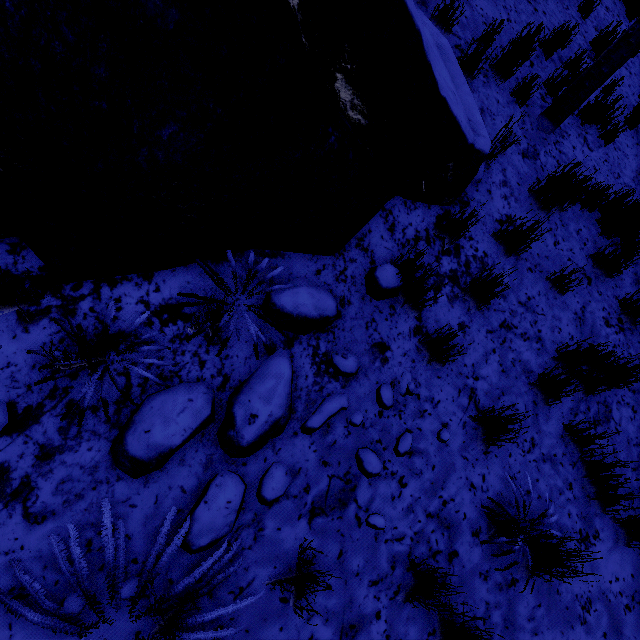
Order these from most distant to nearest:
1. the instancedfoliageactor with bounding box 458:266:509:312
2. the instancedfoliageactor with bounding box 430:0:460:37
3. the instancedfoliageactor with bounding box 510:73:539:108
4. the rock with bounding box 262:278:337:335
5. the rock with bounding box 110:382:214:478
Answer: the instancedfoliageactor with bounding box 510:73:539:108 < the instancedfoliageactor with bounding box 430:0:460:37 < the instancedfoliageactor with bounding box 458:266:509:312 < the rock with bounding box 262:278:337:335 < the rock with bounding box 110:382:214:478

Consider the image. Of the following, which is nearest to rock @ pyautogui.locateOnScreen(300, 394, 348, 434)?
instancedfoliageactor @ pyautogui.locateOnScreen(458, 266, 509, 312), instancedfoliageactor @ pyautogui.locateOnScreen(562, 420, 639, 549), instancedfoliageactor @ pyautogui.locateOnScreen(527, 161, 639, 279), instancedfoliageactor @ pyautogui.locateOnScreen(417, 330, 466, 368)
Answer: instancedfoliageactor @ pyautogui.locateOnScreen(417, 330, 466, 368)

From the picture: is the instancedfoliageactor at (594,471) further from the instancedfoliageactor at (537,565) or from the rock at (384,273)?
the rock at (384,273)

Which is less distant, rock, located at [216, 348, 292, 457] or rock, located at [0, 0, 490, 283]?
rock, located at [0, 0, 490, 283]

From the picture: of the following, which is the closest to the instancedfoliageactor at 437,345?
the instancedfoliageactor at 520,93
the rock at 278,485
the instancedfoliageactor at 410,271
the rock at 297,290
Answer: the instancedfoliageactor at 410,271

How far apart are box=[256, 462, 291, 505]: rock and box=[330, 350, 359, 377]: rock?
0.7 meters

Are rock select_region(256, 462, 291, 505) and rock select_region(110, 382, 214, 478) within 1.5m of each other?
yes

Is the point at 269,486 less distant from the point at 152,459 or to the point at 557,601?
the point at 152,459
